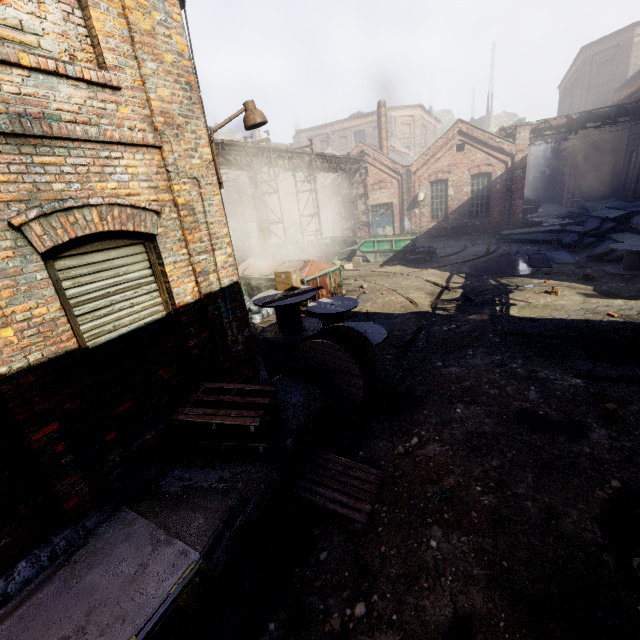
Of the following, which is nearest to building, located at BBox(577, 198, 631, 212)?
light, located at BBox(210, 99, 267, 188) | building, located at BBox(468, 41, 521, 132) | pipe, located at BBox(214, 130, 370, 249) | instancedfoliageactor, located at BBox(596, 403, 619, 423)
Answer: instancedfoliageactor, located at BBox(596, 403, 619, 423)

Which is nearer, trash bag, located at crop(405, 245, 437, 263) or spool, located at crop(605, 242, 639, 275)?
spool, located at crop(605, 242, 639, 275)

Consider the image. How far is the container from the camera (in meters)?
18.59

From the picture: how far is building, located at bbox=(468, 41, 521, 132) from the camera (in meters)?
43.28

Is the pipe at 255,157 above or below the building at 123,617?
above

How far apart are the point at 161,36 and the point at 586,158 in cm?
4142

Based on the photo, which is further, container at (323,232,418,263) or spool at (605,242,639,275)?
container at (323,232,418,263)

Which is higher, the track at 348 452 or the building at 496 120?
the building at 496 120
